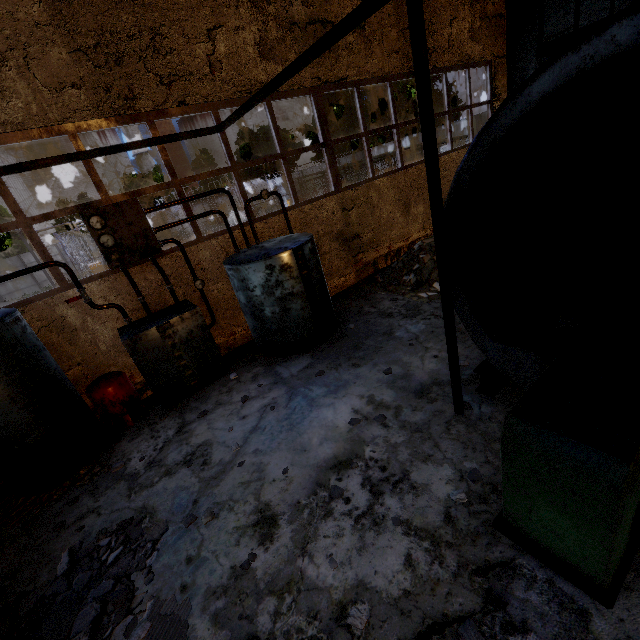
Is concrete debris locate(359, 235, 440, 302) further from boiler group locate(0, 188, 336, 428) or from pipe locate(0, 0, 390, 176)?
pipe locate(0, 0, 390, 176)

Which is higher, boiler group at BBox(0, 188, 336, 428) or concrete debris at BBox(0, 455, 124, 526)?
boiler group at BBox(0, 188, 336, 428)

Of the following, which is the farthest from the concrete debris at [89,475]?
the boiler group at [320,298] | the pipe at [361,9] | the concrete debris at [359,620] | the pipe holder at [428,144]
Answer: the pipe at [361,9]

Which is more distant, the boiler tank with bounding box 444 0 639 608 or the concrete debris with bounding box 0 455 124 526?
the concrete debris with bounding box 0 455 124 526

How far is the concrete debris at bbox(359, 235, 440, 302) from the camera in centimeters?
787cm

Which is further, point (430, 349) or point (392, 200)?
point (392, 200)

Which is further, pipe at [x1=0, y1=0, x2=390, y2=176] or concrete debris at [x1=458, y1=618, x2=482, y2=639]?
pipe at [x1=0, y1=0, x2=390, y2=176]

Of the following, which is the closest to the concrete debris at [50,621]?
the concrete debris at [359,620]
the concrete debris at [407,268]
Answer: the concrete debris at [359,620]
